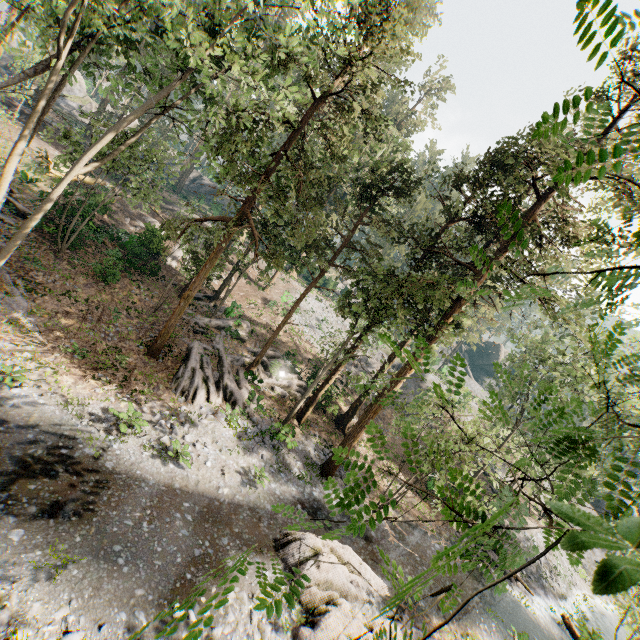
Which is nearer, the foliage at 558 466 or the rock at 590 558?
the foliage at 558 466

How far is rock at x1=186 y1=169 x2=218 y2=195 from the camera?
55.1m

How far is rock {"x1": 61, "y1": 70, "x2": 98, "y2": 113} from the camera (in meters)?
50.34

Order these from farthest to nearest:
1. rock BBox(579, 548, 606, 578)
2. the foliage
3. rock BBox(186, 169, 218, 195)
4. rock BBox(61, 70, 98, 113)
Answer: rock BBox(186, 169, 218, 195) → rock BBox(61, 70, 98, 113) → rock BBox(579, 548, 606, 578) → the foliage

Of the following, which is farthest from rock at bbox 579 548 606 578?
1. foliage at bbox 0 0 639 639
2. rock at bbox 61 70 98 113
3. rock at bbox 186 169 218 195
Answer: rock at bbox 61 70 98 113

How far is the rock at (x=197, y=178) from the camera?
55.10m

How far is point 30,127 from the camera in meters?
12.4

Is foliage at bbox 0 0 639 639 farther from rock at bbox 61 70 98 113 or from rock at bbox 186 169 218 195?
rock at bbox 186 169 218 195
